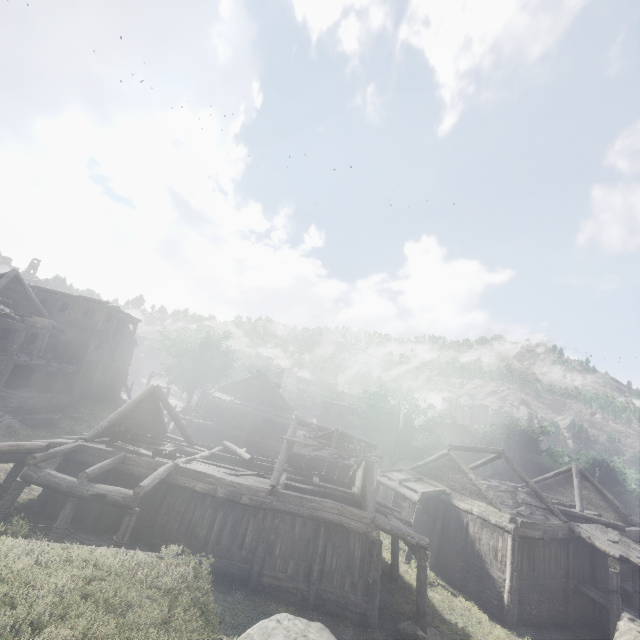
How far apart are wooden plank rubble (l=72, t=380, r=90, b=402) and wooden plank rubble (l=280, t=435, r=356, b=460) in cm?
2414

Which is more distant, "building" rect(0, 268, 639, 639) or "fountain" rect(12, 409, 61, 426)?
"fountain" rect(12, 409, 61, 426)

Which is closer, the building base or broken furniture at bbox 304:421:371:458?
broken furniture at bbox 304:421:371:458

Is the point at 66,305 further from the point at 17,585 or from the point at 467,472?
the point at 467,472

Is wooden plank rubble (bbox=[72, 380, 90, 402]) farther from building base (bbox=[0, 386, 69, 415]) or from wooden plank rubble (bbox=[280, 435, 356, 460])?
wooden plank rubble (bbox=[280, 435, 356, 460])

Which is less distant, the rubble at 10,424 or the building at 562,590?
the building at 562,590

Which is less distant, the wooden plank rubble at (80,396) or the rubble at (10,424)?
the rubble at (10,424)

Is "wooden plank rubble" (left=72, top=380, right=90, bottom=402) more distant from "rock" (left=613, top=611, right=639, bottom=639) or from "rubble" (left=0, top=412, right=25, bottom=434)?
"rock" (left=613, top=611, right=639, bottom=639)
